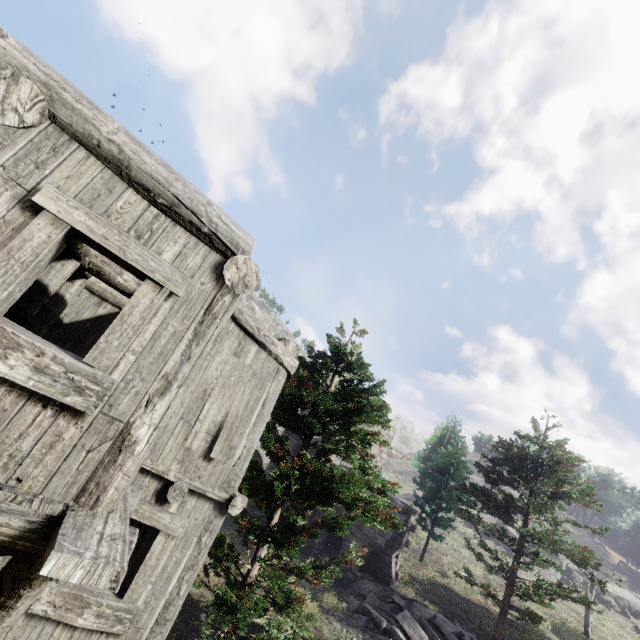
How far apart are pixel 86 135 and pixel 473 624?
25.3 meters

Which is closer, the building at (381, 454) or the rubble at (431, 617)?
the rubble at (431, 617)

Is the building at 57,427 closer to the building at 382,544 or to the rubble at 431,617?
the rubble at 431,617

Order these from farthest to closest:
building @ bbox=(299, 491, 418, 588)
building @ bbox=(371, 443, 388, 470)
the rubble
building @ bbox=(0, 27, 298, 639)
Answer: building @ bbox=(371, 443, 388, 470), building @ bbox=(299, 491, 418, 588), the rubble, building @ bbox=(0, 27, 298, 639)

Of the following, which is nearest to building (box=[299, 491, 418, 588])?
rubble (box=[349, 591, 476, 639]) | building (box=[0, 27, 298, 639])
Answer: rubble (box=[349, 591, 476, 639])

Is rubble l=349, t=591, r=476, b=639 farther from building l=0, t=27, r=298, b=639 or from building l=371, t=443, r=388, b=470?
building l=0, t=27, r=298, b=639

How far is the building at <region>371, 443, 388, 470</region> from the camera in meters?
24.0
